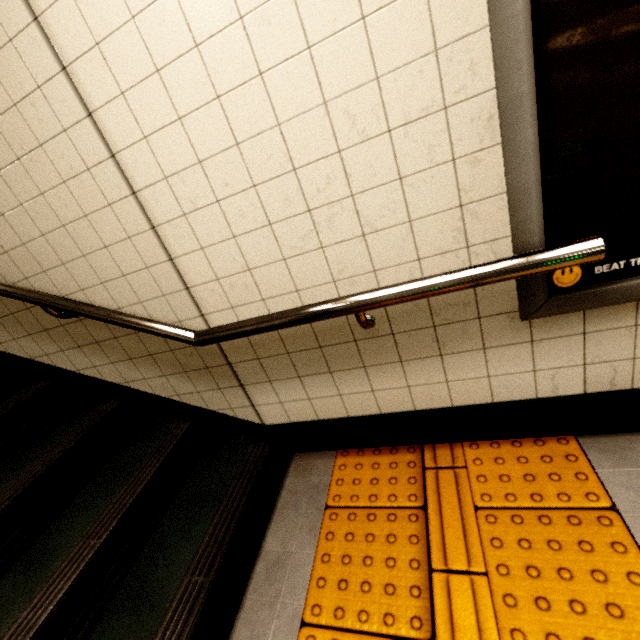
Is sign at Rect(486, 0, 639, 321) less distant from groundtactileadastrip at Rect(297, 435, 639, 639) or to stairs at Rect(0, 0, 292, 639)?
groundtactileadastrip at Rect(297, 435, 639, 639)

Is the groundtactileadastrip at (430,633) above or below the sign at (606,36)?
below

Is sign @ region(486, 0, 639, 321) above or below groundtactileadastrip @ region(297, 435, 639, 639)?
above

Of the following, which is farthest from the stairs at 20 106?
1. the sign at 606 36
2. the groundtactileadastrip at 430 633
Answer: the sign at 606 36

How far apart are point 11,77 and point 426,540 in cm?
241

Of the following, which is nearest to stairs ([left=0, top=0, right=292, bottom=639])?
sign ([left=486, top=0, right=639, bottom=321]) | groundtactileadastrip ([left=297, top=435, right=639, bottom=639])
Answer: groundtactileadastrip ([left=297, top=435, right=639, bottom=639])
